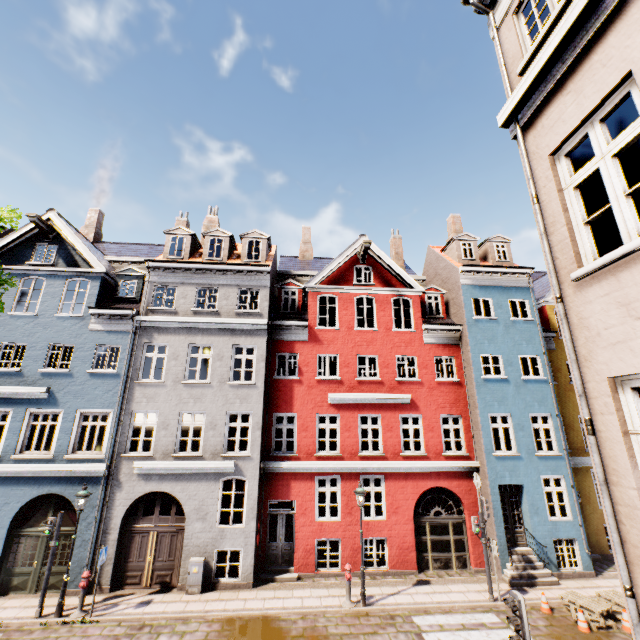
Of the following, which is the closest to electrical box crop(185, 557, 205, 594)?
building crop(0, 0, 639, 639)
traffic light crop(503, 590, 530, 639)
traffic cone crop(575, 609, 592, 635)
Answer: building crop(0, 0, 639, 639)

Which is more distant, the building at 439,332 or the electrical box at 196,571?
the electrical box at 196,571

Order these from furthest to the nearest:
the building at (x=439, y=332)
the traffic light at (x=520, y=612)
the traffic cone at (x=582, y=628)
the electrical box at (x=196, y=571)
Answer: the electrical box at (x=196, y=571)
the traffic cone at (x=582, y=628)
the traffic light at (x=520, y=612)
the building at (x=439, y=332)

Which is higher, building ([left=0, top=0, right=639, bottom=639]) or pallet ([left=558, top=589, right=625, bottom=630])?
building ([left=0, top=0, right=639, bottom=639])

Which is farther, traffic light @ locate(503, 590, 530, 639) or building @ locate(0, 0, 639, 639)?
traffic light @ locate(503, 590, 530, 639)

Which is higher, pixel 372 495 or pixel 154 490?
pixel 154 490

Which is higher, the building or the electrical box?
the building

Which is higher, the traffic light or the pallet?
the traffic light
